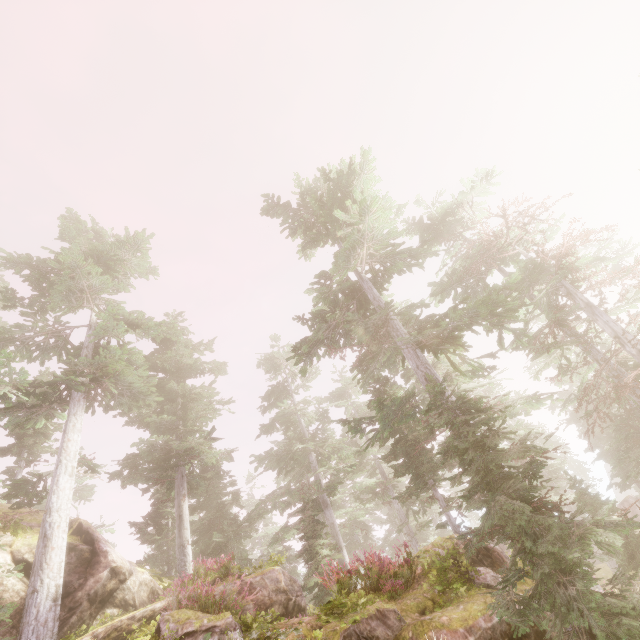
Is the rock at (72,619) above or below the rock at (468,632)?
above

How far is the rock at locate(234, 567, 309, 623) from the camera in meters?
11.0

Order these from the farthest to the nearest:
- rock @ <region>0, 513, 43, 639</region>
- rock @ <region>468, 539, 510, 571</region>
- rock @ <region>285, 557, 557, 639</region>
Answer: rock @ <region>0, 513, 43, 639</region> < rock @ <region>468, 539, 510, 571</region> < rock @ <region>285, 557, 557, 639</region>

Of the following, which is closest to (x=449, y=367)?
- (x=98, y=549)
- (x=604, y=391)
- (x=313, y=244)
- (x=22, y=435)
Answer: (x=604, y=391)

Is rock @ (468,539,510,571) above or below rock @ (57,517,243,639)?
below

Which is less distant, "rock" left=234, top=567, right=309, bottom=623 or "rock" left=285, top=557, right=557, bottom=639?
"rock" left=285, top=557, right=557, bottom=639
